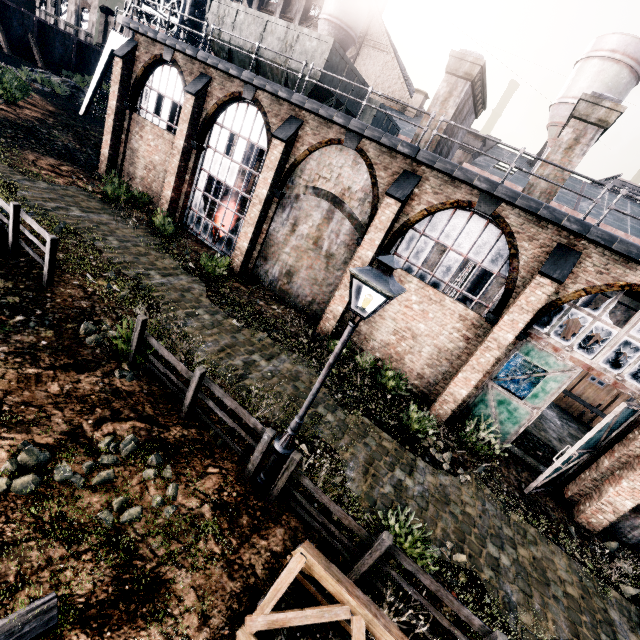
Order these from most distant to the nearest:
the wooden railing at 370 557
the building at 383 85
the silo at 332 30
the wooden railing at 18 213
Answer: the silo at 332 30 < the building at 383 85 < the wooden railing at 18 213 < the wooden railing at 370 557

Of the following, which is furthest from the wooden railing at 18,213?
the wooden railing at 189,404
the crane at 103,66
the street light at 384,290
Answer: the crane at 103,66

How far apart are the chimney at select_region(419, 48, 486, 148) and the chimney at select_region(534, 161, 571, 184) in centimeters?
381cm

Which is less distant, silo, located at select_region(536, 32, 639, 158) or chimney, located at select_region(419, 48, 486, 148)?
chimney, located at select_region(419, 48, 486, 148)

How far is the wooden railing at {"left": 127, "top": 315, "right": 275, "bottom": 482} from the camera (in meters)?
6.81

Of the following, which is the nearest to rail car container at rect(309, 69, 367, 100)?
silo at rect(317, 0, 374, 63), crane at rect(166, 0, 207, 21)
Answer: crane at rect(166, 0, 207, 21)

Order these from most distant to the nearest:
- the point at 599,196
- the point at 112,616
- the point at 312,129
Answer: the point at 312,129 → the point at 599,196 → the point at 112,616

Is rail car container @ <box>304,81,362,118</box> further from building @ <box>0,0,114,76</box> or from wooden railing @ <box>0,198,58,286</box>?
building @ <box>0,0,114,76</box>
